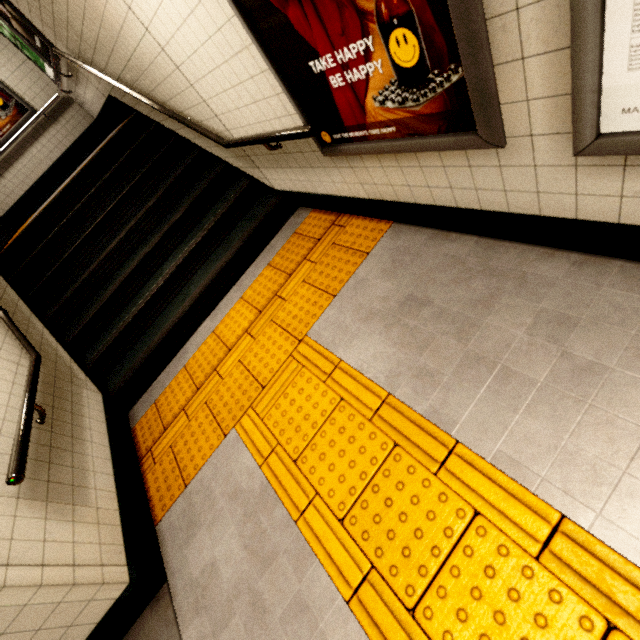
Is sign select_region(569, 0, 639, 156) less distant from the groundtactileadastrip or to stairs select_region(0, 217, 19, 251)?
the groundtactileadastrip

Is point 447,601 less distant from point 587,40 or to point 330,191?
point 587,40

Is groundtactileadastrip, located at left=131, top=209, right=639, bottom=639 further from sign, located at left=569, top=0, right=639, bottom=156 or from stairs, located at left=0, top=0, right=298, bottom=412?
sign, located at left=569, top=0, right=639, bottom=156

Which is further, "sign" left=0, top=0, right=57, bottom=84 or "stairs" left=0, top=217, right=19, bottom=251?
"stairs" left=0, top=217, right=19, bottom=251

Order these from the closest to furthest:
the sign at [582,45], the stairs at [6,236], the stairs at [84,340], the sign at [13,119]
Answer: the sign at [582,45] < the stairs at [84,340] < the stairs at [6,236] < the sign at [13,119]

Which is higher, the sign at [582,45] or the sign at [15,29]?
the sign at [15,29]

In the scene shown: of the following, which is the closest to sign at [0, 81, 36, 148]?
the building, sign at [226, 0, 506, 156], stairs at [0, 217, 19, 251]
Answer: the building

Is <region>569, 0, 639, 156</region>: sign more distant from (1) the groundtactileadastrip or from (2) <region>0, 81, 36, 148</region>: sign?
(2) <region>0, 81, 36, 148</region>: sign
